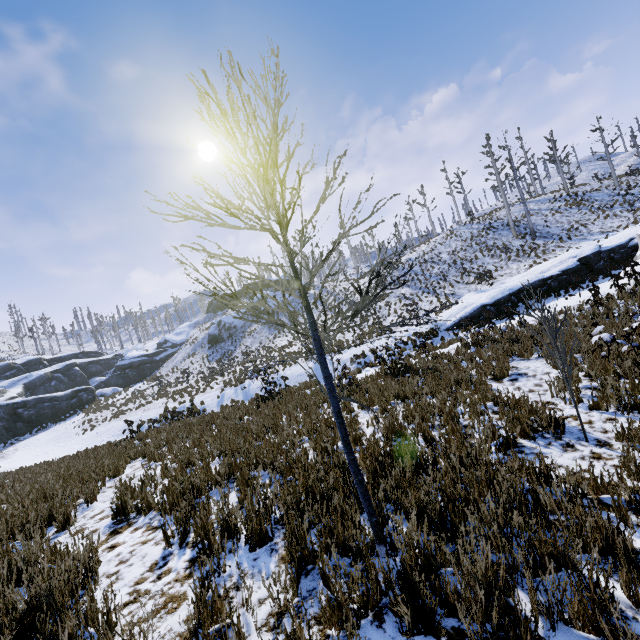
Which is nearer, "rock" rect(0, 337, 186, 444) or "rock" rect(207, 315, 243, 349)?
"rock" rect(0, 337, 186, 444)

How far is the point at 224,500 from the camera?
5.0m

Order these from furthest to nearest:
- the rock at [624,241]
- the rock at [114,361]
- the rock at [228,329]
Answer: the rock at [228,329] → the rock at [114,361] → the rock at [624,241]

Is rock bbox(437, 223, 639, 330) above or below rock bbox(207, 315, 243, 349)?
below

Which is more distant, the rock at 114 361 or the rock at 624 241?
the rock at 114 361

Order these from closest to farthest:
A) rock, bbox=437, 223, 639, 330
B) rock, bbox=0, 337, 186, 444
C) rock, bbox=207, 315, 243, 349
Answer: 1. rock, bbox=437, 223, 639, 330
2. rock, bbox=0, 337, 186, 444
3. rock, bbox=207, 315, 243, 349

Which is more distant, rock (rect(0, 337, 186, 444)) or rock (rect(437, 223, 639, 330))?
rock (rect(0, 337, 186, 444))

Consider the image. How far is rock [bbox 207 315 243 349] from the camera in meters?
44.9
